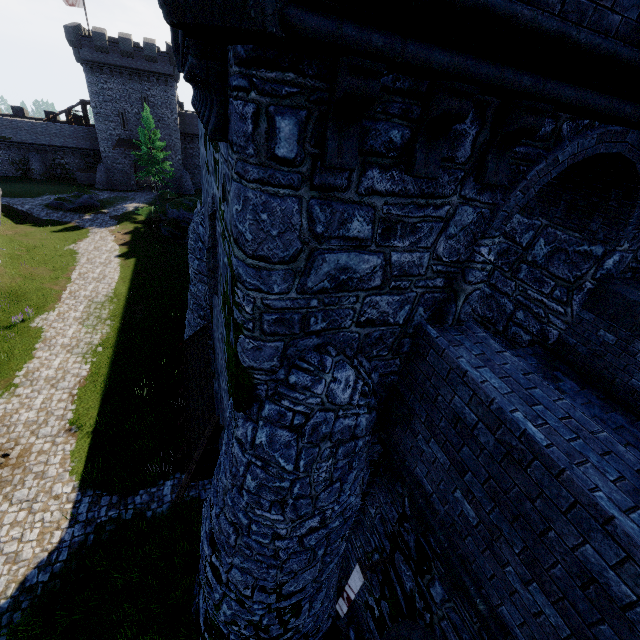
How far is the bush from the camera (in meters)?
35.72

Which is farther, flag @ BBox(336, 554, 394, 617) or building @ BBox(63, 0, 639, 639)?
flag @ BBox(336, 554, 394, 617)

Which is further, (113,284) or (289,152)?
(113,284)

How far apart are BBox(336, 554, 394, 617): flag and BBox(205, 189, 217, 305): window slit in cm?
633

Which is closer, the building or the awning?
the building

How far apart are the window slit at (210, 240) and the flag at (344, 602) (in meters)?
6.33

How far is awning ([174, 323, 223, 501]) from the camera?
8.20m

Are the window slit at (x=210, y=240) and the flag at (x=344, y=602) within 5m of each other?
no
